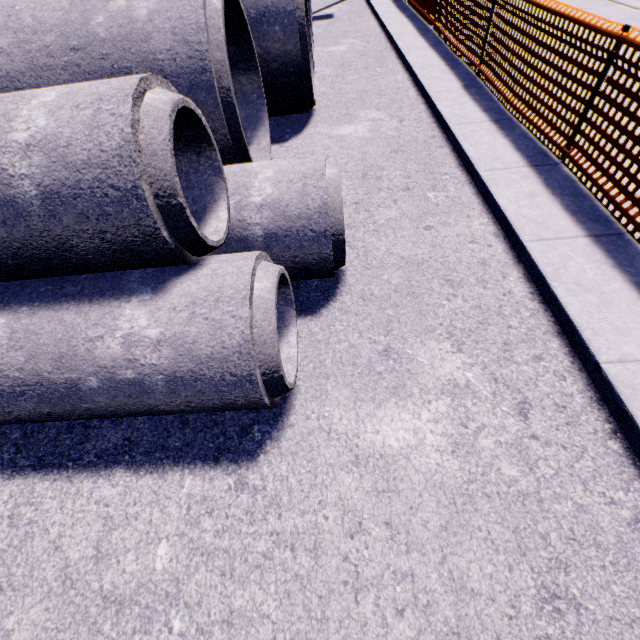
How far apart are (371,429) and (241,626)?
1.2m

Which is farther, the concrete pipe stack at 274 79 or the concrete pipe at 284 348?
the concrete pipe stack at 274 79

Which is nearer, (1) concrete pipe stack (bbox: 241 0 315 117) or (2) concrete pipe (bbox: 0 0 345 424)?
(2) concrete pipe (bbox: 0 0 345 424)
